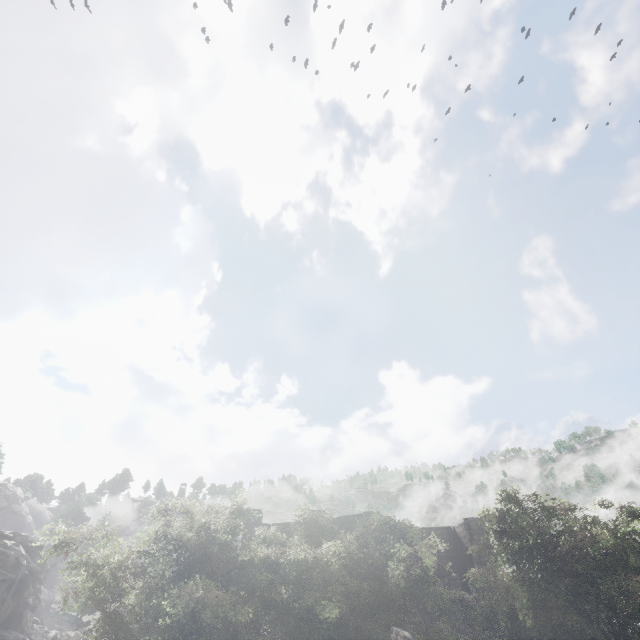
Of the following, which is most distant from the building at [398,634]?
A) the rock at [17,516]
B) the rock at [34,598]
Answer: the rock at [17,516]

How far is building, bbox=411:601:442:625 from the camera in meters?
21.3 m

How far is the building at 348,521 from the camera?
24.4 meters

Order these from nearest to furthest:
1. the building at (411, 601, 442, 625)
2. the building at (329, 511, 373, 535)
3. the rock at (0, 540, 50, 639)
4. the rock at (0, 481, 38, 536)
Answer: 1. the rock at (0, 540, 50, 639)
2. the building at (411, 601, 442, 625)
3. the building at (329, 511, 373, 535)
4. the rock at (0, 481, 38, 536)

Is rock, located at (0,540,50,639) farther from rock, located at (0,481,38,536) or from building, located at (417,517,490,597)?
rock, located at (0,481,38,536)

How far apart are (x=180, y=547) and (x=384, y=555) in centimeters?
959cm

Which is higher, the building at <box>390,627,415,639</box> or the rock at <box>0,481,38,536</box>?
the rock at <box>0,481,38,536</box>

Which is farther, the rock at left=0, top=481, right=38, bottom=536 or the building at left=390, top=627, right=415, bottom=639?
the rock at left=0, top=481, right=38, bottom=536
